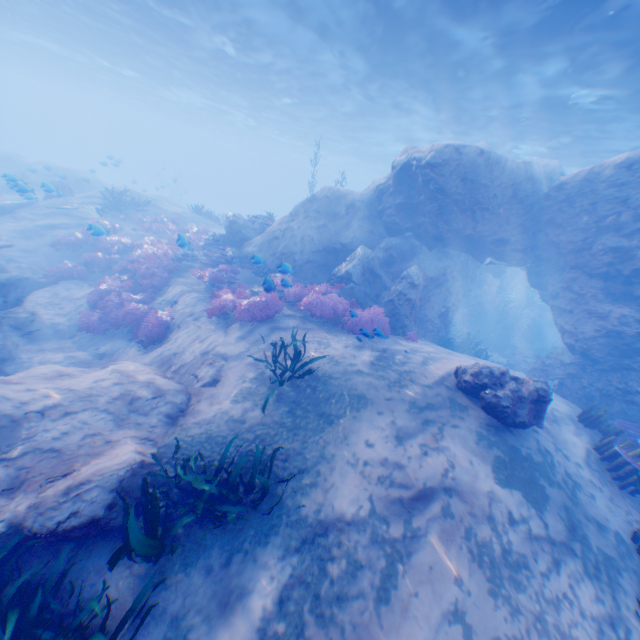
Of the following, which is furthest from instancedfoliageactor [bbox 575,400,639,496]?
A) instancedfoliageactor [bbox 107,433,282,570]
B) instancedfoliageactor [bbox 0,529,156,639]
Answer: instancedfoliageactor [bbox 107,433,282,570]

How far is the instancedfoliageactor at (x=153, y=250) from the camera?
10.1 meters

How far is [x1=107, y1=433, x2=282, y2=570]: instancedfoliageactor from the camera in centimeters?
369cm

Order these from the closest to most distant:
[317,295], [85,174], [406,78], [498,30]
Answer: [317,295], [498,30], [406,78], [85,174]

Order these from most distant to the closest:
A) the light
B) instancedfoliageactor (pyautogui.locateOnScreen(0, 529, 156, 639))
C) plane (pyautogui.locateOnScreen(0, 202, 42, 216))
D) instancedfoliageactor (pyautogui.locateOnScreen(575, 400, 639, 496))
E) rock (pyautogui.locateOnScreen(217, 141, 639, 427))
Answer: plane (pyautogui.locateOnScreen(0, 202, 42, 216)) < the light < rock (pyautogui.locateOnScreen(217, 141, 639, 427)) < instancedfoliageactor (pyautogui.locateOnScreen(575, 400, 639, 496)) < instancedfoliageactor (pyautogui.locateOnScreen(0, 529, 156, 639))

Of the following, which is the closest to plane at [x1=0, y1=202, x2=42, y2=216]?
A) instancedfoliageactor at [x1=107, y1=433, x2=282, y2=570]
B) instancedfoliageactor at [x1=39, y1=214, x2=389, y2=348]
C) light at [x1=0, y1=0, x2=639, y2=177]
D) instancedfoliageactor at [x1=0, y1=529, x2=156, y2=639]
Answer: instancedfoliageactor at [x1=39, y1=214, x2=389, y2=348]

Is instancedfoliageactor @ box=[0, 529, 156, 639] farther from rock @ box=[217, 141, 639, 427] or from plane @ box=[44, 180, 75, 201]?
plane @ box=[44, 180, 75, 201]

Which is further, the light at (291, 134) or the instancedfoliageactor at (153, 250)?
the light at (291, 134)
